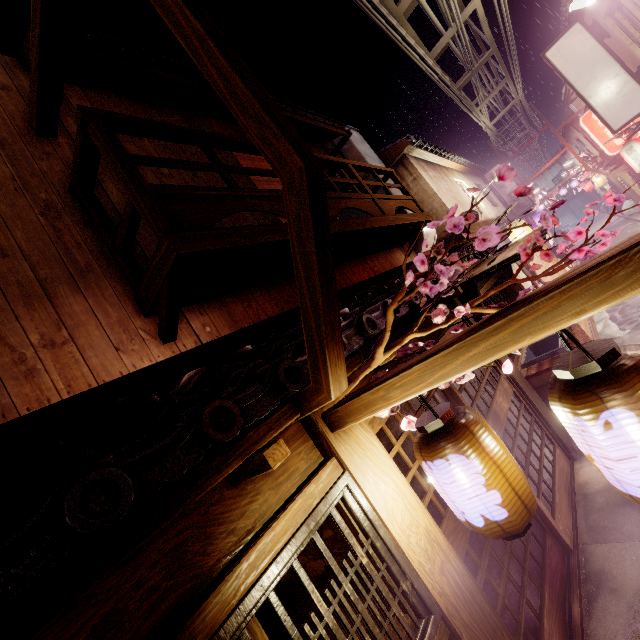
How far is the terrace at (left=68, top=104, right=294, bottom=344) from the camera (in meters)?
4.92

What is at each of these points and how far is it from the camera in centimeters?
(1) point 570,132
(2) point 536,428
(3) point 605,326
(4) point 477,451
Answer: (1) house, 4406cm
(2) door, 907cm
(3) trash, 1392cm
(4) lantern, 318cm

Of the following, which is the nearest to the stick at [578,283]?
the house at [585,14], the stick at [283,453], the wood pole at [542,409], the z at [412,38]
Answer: the stick at [283,453]

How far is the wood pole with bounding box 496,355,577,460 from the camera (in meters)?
9.20

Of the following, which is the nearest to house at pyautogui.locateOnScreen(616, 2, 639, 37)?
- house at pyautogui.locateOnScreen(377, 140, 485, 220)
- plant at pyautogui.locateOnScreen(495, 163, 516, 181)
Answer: house at pyautogui.locateOnScreen(377, 140, 485, 220)

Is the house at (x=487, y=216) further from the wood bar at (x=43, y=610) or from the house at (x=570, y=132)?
the wood bar at (x=43, y=610)

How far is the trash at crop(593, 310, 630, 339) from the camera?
13.74m

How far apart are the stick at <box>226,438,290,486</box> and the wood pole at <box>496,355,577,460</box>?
8.2 meters
